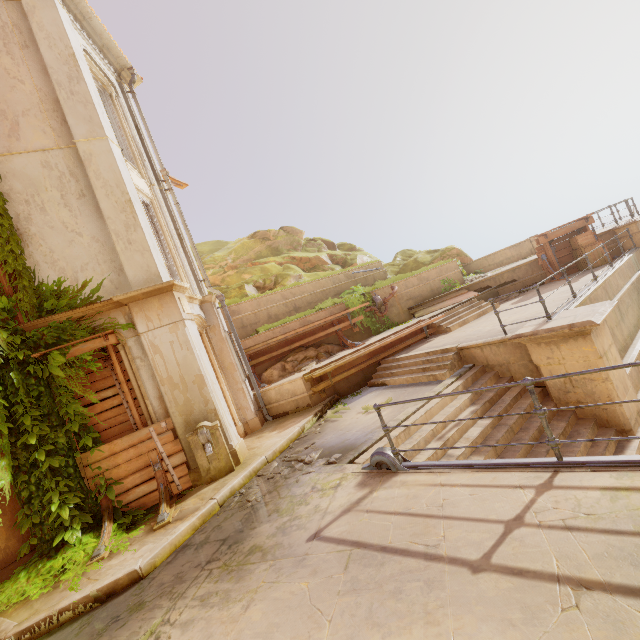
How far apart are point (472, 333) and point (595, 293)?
3.3 meters

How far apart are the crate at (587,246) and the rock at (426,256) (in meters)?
6.60

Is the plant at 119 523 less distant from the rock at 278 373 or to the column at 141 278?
the column at 141 278

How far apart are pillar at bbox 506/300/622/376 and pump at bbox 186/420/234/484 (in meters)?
6.68

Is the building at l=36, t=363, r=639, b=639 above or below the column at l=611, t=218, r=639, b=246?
below

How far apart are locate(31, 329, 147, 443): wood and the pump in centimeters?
86cm

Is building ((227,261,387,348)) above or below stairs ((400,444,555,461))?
above

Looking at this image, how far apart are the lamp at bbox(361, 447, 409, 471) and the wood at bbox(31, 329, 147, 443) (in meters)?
4.88
